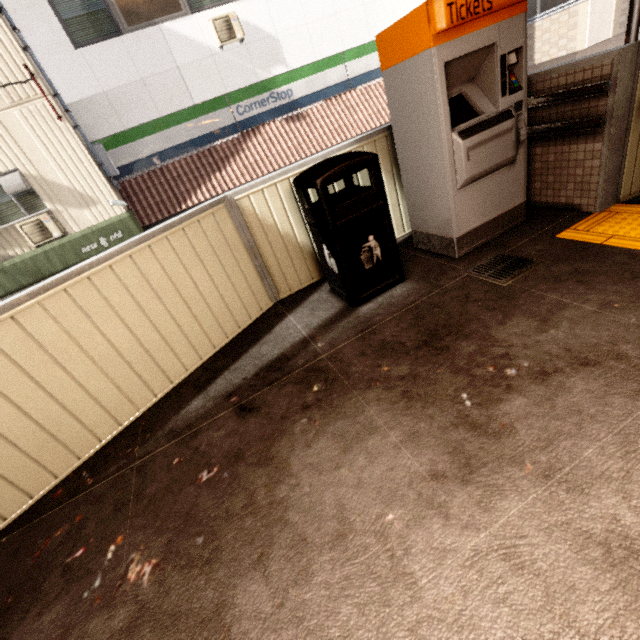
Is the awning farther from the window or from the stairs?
the window

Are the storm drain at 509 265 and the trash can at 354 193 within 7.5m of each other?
yes

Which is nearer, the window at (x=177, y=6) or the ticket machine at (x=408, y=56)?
the ticket machine at (x=408, y=56)

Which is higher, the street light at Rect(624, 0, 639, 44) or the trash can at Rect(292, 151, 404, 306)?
the street light at Rect(624, 0, 639, 44)

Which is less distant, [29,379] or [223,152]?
[29,379]

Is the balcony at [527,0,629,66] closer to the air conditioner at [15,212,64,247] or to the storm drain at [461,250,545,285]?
the storm drain at [461,250,545,285]

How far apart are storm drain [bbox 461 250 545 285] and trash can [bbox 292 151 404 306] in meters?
0.5

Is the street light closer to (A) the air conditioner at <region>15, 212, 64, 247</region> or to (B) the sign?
(B) the sign
